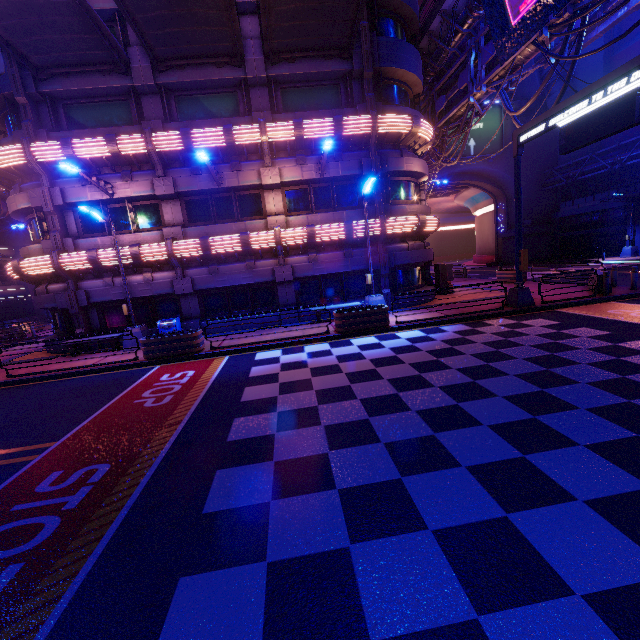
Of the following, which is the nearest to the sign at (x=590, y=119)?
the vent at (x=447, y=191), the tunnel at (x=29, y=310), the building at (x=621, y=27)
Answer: the building at (x=621, y=27)

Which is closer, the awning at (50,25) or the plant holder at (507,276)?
the awning at (50,25)

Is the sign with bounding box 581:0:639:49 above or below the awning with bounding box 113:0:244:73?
below

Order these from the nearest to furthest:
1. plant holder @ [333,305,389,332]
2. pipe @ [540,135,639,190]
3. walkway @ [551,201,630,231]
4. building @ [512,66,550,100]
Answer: plant holder @ [333,305,389,332]
pipe @ [540,135,639,190]
walkway @ [551,201,630,231]
building @ [512,66,550,100]

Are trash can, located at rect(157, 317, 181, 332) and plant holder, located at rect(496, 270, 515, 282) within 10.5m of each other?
no

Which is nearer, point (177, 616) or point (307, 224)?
point (177, 616)

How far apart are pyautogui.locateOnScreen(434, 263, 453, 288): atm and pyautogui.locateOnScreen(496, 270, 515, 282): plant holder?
5.0m

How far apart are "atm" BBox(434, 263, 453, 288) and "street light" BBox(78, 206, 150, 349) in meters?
16.6
